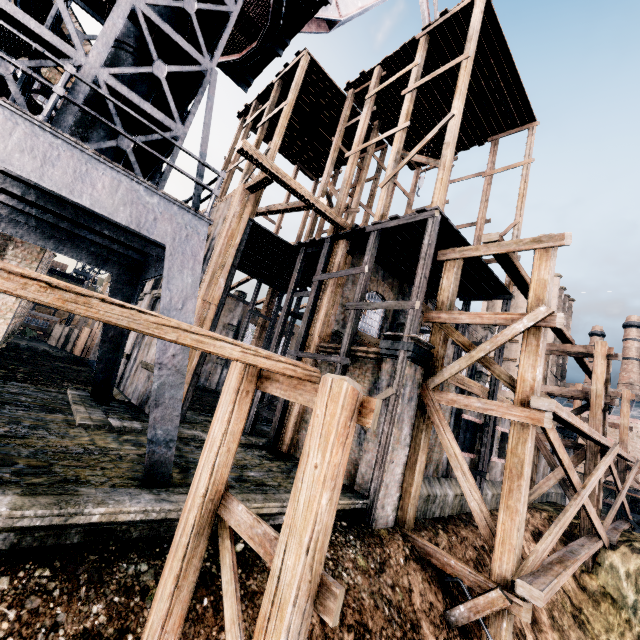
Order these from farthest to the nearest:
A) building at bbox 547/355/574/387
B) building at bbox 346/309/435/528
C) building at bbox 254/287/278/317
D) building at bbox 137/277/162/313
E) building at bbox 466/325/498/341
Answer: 1. building at bbox 547/355/574/387
2. building at bbox 254/287/278/317
3. building at bbox 466/325/498/341
4. building at bbox 137/277/162/313
5. building at bbox 346/309/435/528

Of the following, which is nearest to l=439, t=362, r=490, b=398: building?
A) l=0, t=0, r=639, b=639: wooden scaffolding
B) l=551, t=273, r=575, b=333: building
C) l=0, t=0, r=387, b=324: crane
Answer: l=0, t=0, r=639, b=639: wooden scaffolding

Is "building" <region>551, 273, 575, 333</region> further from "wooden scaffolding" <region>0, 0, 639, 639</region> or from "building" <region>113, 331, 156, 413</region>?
"wooden scaffolding" <region>0, 0, 639, 639</region>

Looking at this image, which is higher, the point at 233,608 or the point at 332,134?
the point at 332,134

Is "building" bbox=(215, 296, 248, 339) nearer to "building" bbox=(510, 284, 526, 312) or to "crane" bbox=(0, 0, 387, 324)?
"crane" bbox=(0, 0, 387, 324)

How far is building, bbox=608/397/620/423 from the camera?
41.9m

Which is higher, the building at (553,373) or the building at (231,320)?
the building at (553,373)

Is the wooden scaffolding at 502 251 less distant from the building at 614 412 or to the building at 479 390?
the building at 479 390
